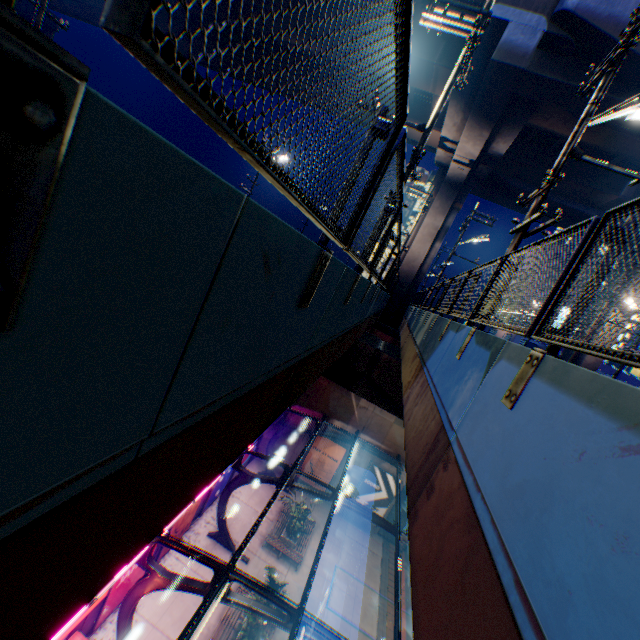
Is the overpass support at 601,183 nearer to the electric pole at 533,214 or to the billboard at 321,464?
the electric pole at 533,214

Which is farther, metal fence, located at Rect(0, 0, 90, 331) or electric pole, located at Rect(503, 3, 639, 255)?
electric pole, located at Rect(503, 3, 639, 255)

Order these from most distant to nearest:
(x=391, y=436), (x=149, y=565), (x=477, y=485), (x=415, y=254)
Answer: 1. (x=415, y=254)
2. (x=391, y=436)
3. (x=149, y=565)
4. (x=477, y=485)

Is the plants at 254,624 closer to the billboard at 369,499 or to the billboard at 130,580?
the billboard at 130,580

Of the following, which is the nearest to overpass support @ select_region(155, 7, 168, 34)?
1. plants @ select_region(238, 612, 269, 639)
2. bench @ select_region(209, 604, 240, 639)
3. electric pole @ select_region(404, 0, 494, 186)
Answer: electric pole @ select_region(404, 0, 494, 186)

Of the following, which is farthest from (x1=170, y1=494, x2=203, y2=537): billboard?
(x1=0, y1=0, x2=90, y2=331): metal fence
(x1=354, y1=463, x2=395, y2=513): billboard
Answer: (x1=354, y1=463, x2=395, y2=513): billboard

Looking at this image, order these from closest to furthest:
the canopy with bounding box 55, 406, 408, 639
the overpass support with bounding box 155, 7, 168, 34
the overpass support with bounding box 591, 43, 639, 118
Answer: the canopy with bounding box 55, 406, 408, 639
the overpass support with bounding box 591, 43, 639, 118
the overpass support with bounding box 155, 7, 168, 34

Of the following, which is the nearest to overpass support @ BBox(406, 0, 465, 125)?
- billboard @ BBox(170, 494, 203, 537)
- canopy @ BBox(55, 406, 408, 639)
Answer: canopy @ BBox(55, 406, 408, 639)
